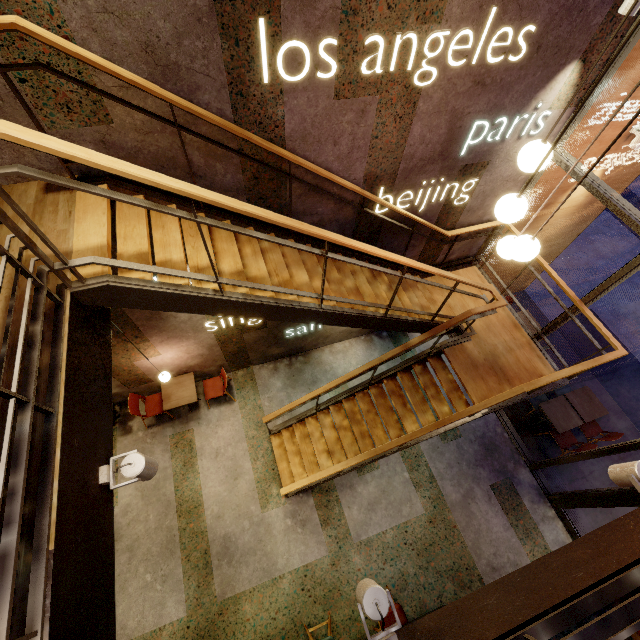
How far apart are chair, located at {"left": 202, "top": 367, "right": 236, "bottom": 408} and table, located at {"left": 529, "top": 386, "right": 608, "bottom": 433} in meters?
6.5

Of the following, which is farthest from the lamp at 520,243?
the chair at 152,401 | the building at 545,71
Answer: the chair at 152,401

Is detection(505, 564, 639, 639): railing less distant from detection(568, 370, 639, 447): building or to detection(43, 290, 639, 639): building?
detection(43, 290, 639, 639): building

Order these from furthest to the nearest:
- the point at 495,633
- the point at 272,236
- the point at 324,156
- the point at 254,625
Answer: the point at 254,625
the point at 324,156
the point at 272,236
the point at 495,633

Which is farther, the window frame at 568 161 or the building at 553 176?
the building at 553 176

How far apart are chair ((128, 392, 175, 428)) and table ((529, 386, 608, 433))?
7.74m

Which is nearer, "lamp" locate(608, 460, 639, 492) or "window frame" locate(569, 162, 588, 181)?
"lamp" locate(608, 460, 639, 492)

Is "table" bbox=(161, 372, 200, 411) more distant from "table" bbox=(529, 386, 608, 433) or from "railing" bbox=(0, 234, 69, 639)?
"table" bbox=(529, 386, 608, 433)
